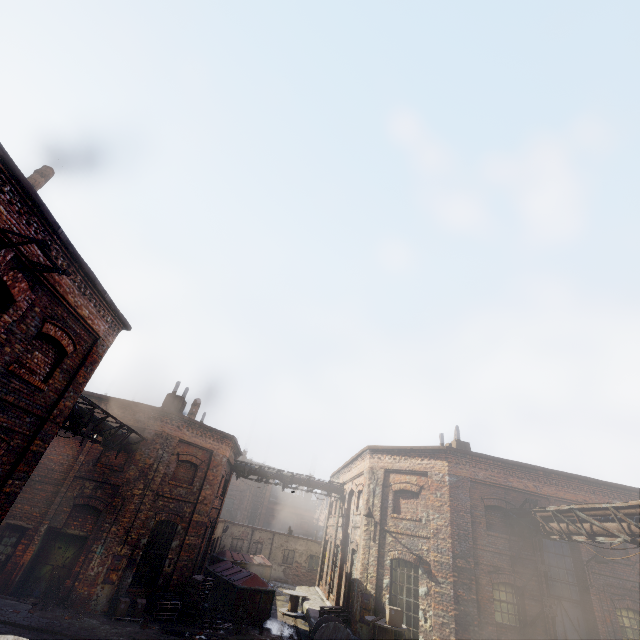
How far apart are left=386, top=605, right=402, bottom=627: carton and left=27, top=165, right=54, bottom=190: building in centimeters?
1776cm

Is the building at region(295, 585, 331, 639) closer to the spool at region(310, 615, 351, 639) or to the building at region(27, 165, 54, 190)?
the spool at region(310, 615, 351, 639)

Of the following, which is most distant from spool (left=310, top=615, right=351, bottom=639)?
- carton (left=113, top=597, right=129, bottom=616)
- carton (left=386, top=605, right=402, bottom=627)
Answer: carton (left=113, top=597, right=129, bottom=616)

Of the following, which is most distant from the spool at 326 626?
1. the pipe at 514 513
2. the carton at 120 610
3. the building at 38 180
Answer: the building at 38 180

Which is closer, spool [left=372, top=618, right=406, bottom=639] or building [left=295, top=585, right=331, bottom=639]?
spool [left=372, top=618, right=406, bottom=639]

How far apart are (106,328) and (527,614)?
18.3 meters

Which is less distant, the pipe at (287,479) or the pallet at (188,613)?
the pallet at (188,613)

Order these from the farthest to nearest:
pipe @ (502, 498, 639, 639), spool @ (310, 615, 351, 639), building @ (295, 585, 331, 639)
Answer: building @ (295, 585, 331, 639)
spool @ (310, 615, 351, 639)
pipe @ (502, 498, 639, 639)
